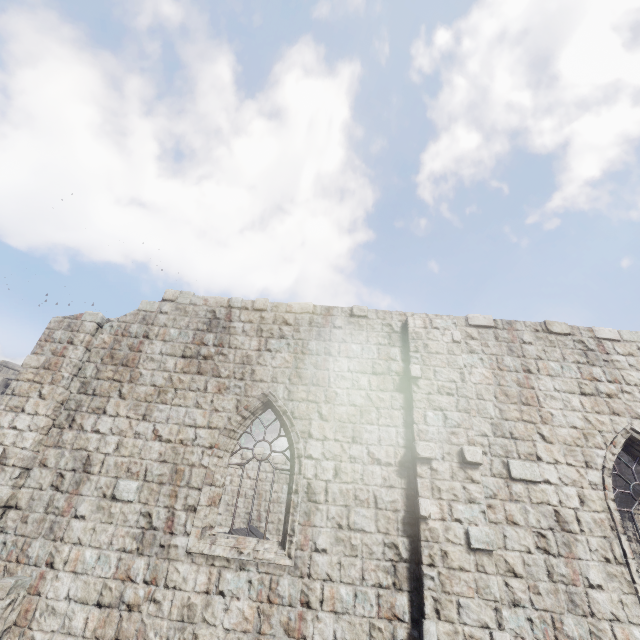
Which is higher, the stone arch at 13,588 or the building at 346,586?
the building at 346,586

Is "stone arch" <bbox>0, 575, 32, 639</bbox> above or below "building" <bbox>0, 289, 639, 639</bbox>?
below

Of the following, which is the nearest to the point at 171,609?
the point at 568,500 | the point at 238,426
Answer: the point at 238,426
